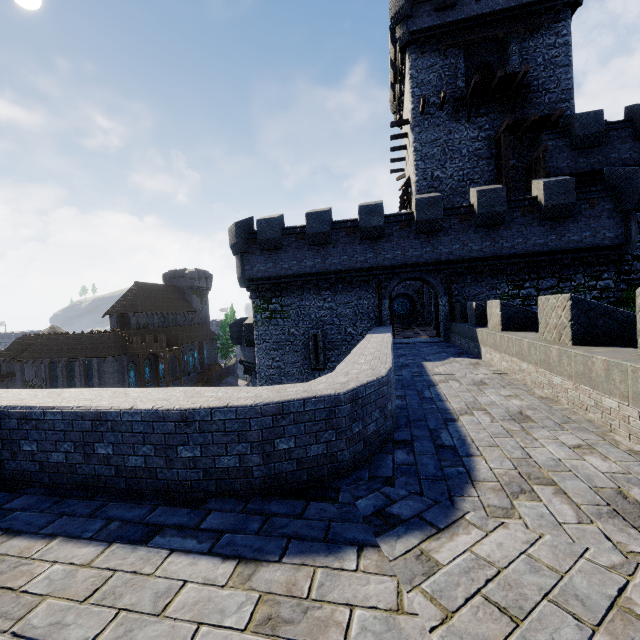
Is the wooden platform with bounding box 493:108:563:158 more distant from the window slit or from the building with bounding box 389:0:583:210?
the window slit

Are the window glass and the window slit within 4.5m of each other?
no

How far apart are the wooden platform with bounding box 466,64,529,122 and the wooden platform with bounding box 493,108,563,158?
1.3 meters

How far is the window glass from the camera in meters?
36.5

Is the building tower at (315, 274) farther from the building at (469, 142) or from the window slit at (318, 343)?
the building at (469, 142)

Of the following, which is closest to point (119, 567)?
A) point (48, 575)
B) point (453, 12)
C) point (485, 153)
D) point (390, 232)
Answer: point (48, 575)

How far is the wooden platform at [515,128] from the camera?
18.4 meters

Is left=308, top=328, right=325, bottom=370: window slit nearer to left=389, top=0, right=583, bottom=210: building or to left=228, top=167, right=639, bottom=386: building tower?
left=228, top=167, right=639, bottom=386: building tower
